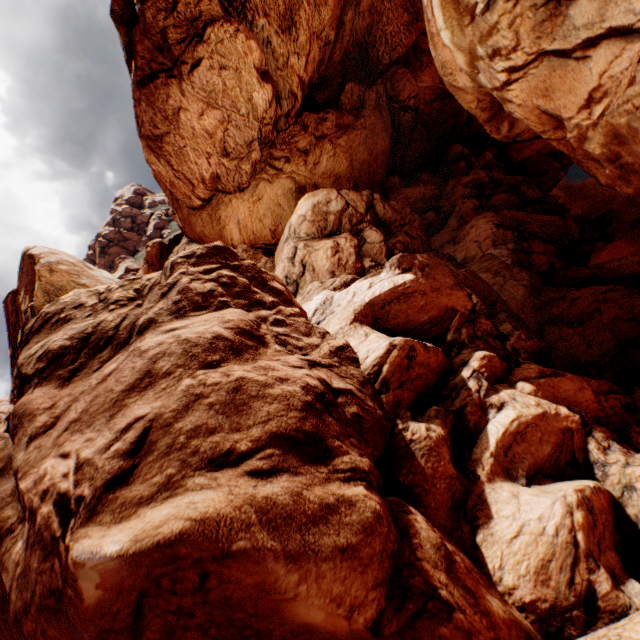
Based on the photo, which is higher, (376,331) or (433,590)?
(376,331)
